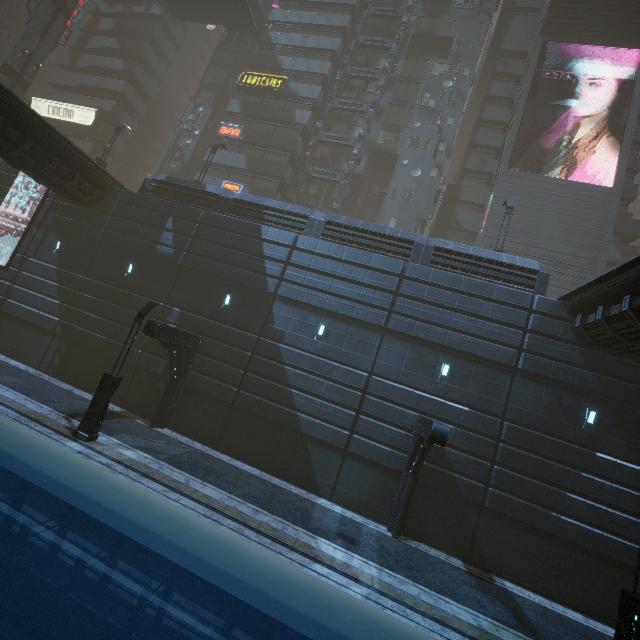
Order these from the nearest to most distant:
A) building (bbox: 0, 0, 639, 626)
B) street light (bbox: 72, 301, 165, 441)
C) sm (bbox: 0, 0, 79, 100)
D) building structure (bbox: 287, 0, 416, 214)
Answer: street light (bbox: 72, 301, 165, 441) → building (bbox: 0, 0, 639, 626) → sm (bbox: 0, 0, 79, 100) → building structure (bbox: 287, 0, 416, 214)

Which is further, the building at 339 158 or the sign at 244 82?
the building at 339 158

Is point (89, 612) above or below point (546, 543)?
below

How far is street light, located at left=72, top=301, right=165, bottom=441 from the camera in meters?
→ 11.7 m

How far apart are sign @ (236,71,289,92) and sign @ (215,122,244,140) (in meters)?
4.34

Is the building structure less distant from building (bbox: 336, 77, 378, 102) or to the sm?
building (bbox: 336, 77, 378, 102)

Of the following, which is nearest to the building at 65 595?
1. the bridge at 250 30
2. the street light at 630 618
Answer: the bridge at 250 30

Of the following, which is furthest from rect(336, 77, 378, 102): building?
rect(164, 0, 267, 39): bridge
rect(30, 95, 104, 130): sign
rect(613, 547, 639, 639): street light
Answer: rect(613, 547, 639, 639): street light
